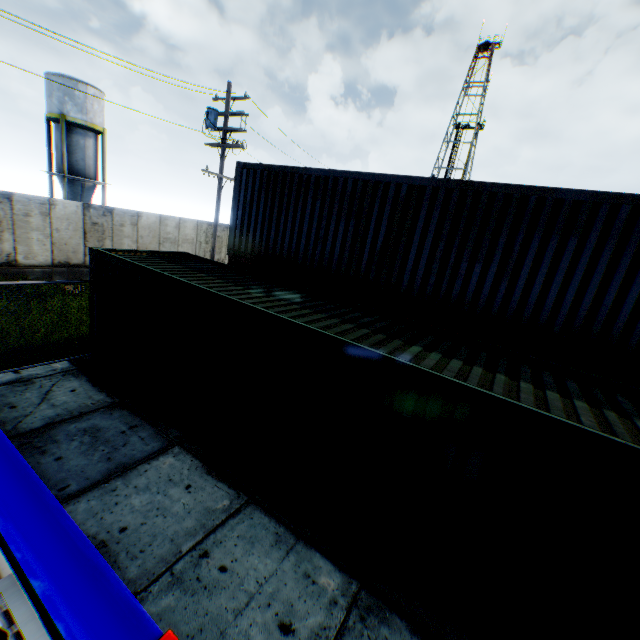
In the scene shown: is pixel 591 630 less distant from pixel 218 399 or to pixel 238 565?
pixel 238 565

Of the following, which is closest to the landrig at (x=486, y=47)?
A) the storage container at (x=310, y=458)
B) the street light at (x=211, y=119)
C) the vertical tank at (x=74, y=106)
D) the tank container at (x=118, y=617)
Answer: the vertical tank at (x=74, y=106)

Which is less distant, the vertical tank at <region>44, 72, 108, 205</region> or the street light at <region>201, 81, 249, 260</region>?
the street light at <region>201, 81, 249, 260</region>

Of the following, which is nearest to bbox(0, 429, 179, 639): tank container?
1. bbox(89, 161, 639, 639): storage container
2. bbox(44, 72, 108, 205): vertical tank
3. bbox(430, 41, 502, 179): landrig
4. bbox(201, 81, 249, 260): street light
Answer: bbox(89, 161, 639, 639): storage container

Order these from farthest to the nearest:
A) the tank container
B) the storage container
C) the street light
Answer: the street light < the storage container < the tank container

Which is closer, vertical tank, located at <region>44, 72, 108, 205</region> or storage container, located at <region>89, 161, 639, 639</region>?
storage container, located at <region>89, 161, 639, 639</region>

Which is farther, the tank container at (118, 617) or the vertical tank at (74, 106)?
the vertical tank at (74, 106)
